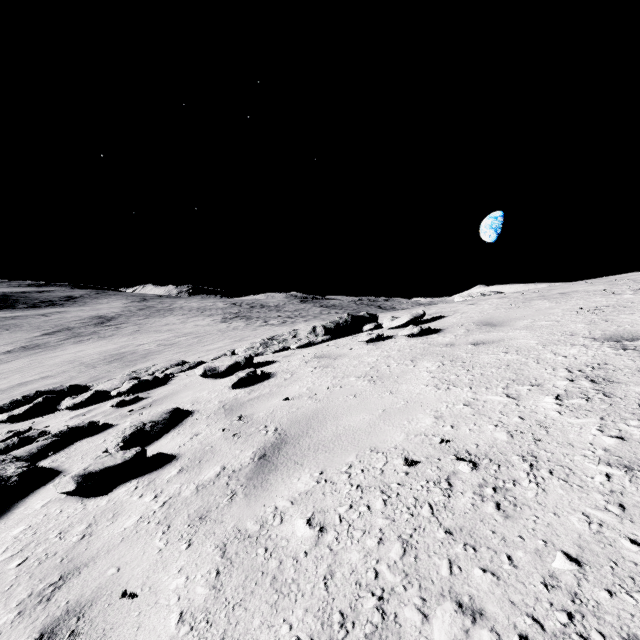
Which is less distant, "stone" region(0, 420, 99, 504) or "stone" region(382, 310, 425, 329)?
"stone" region(0, 420, 99, 504)

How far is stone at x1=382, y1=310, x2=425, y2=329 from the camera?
7.0m

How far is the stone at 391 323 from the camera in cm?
702

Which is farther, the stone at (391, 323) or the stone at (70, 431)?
the stone at (391, 323)

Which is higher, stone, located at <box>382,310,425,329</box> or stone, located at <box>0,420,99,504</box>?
stone, located at <box>382,310,425,329</box>

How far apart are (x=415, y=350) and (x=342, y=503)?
3.11m
